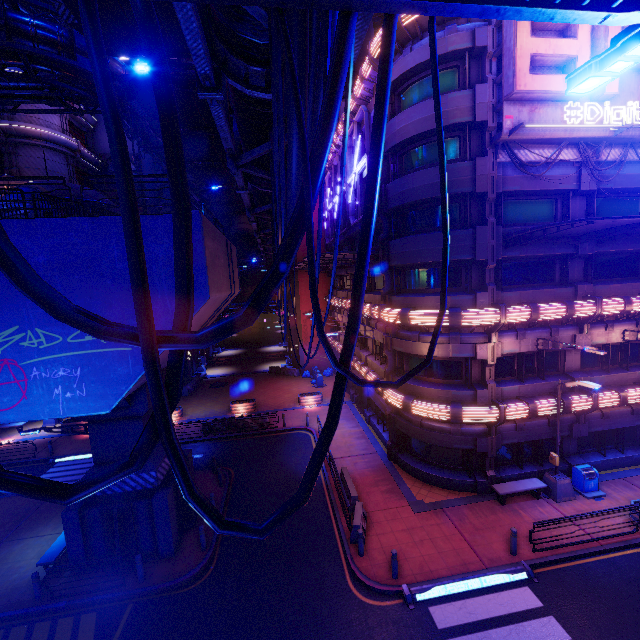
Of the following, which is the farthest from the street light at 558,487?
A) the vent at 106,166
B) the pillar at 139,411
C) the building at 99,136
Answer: the vent at 106,166

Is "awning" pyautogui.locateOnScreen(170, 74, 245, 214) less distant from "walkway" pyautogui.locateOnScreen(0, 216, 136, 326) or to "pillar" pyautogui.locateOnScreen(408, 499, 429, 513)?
"walkway" pyautogui.locateOnScreen(0, 216, 136, 326)

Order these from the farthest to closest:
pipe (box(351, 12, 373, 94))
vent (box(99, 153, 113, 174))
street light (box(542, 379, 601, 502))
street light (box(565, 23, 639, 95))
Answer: vent (box(99, 153, 113, 174)) → street light (box(542, 379, 601, 502)) → pipe (box(351, 12, 373, 94)) → street light (box(565, 23, 639, 95))

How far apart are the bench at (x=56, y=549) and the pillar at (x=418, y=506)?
15.2 meters

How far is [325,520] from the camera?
15.3 meters

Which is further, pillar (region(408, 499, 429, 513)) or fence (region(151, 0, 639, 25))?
pillar (region(408, 499, 429, 513))

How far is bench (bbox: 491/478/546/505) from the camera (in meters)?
15.18

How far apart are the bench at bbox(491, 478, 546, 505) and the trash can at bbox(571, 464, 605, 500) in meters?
1.7
